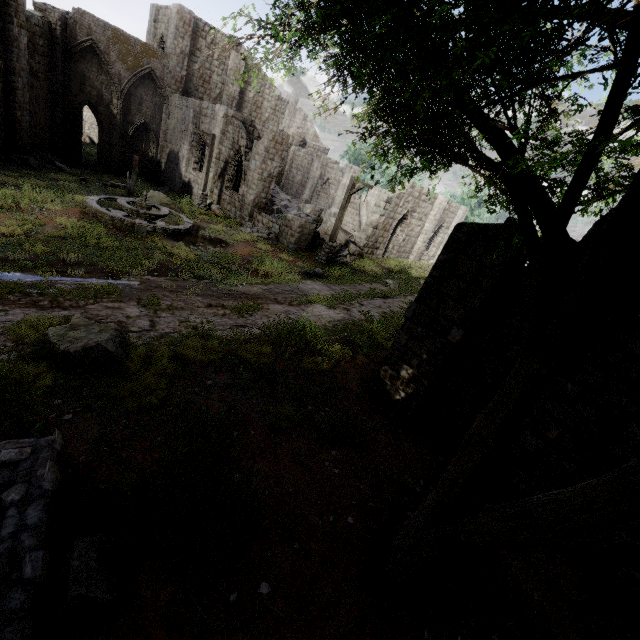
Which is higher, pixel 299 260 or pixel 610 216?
pixel 610 216

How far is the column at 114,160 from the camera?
25.3 meters

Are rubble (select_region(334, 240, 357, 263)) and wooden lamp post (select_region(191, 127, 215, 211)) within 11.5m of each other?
yes

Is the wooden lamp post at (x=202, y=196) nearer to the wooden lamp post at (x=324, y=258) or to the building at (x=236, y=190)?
the building at (x=236, y=190)

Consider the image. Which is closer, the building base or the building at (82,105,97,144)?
the building base

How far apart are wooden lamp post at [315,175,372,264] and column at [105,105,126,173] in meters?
20.1 m

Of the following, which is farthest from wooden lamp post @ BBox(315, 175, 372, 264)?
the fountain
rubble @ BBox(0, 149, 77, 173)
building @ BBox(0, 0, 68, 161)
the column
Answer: the column

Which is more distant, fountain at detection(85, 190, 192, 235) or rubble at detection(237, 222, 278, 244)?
rubble at detection(237, 222, 278, 244)
